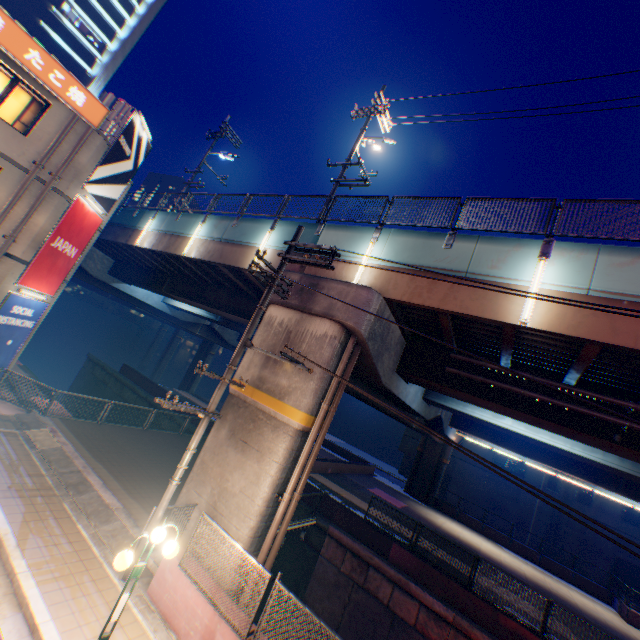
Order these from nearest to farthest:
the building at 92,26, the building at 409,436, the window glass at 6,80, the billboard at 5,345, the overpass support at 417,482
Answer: the window glass at 6,80 < the billboard at 5,345 < the overpass support at 417,482 < the building at 92,26 < the building at 409,436

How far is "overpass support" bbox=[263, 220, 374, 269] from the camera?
11.5 meters

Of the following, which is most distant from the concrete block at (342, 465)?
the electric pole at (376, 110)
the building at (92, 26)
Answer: the building at (92, 26)

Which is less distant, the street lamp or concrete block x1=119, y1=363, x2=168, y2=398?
the street lamp

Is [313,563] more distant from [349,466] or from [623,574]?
[623,574]

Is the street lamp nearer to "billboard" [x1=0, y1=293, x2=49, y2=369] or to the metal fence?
the metal fence

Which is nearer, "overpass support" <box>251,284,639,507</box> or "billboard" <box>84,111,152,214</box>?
"overpass support" <box>251,284,639,507</box>

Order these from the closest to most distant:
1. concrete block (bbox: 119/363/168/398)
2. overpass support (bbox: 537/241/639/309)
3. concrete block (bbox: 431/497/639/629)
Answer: overpass support (bbox: 537/241/639/309), concrete block (bbox: 431/497/639/629), concrete block (bbox: 119/363/168/398)
